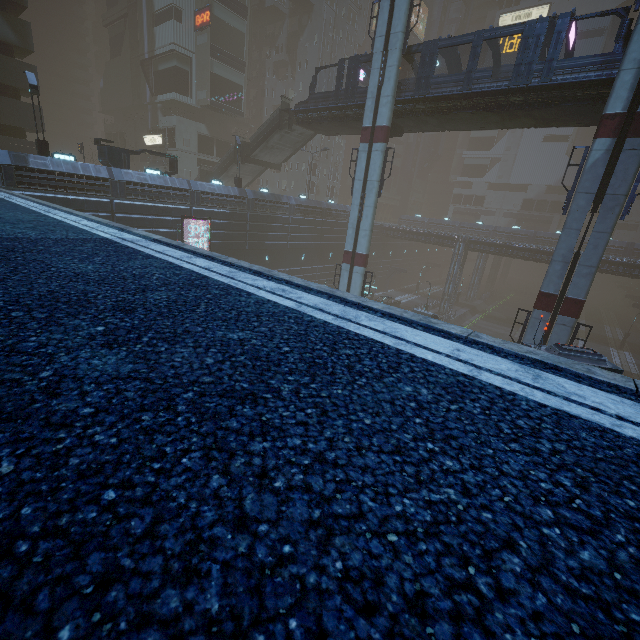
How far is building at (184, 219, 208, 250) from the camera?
27.4m

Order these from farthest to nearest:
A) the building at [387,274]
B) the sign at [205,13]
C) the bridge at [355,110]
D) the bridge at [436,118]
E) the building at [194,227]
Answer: the building at [387,274] < the sign at [205,13] < the building at [194,227] < the bridge at [355,110] < the bridge at [436,118]

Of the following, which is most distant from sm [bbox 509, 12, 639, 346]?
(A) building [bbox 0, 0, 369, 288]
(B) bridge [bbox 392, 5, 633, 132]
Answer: (A) building [bbox 0, 0, 369, 288]

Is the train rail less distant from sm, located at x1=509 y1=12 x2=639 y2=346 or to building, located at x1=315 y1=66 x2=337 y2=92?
building, located at x1=315 y1=66 x2=337 y2=92

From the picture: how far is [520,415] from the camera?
1.9 meters

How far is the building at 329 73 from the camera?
51.47m

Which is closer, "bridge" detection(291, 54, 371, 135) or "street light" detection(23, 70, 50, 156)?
"street light" detection(23, 70, 50, 156)

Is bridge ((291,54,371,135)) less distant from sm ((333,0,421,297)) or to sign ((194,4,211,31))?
sm ((333,0,421,297))
